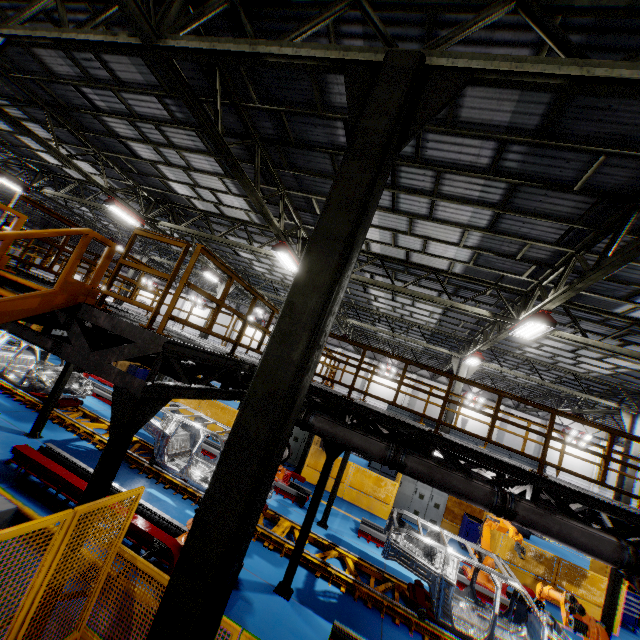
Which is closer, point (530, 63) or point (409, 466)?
point (530, 63)

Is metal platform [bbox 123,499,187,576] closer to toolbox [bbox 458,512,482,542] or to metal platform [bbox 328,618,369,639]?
metal platform [bbox 328,618,369,639]

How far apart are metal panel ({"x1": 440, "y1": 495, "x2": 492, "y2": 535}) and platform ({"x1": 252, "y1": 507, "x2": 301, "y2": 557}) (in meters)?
4.56

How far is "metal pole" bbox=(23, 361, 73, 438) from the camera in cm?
902

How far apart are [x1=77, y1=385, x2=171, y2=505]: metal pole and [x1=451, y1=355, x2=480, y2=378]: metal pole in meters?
14.8 m

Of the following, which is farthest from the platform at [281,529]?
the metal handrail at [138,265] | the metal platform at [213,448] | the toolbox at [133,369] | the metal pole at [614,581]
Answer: the toolbox at [133,369]

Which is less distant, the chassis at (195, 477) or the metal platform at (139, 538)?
the metal platform at (139, 538)

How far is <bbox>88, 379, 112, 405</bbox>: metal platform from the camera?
14.0m
